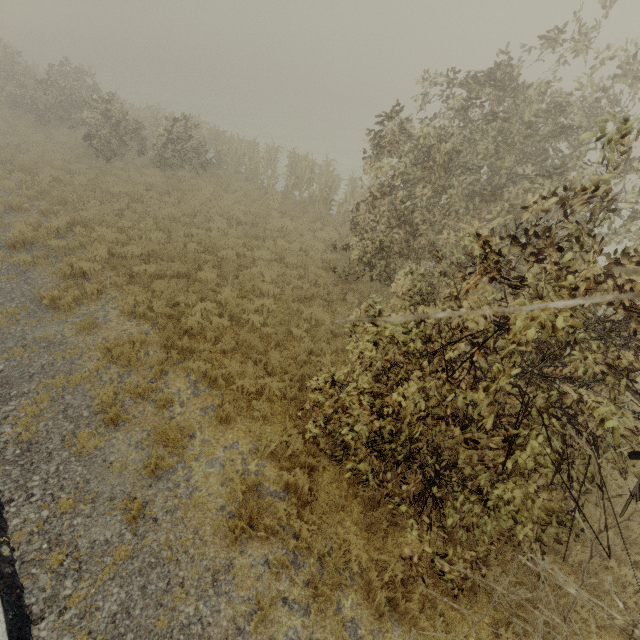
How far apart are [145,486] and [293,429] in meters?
2.6 m
